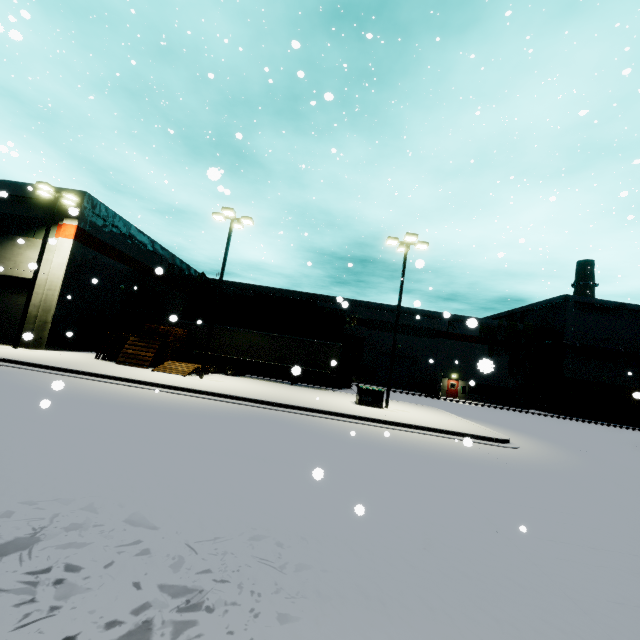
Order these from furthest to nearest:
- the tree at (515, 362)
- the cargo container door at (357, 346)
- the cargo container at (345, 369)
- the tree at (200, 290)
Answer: the tree at (515, 362), the tree at (200, 290), the cargo container door at (357, 346), the cargo container at (345, 369)

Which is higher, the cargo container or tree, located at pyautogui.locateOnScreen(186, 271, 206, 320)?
tree, located at pyautogui.locateOnScreen(186, 271, 206, 320)

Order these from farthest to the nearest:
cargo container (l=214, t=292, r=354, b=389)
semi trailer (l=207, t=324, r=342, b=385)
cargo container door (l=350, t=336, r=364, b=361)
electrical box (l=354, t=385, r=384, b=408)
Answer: cargo container door (l=350, t=336, r=364, b=361) → cargo container (l=214, t=292, r=354, b=389) → semi trailer (l=207, t=324, r=342, b=385) → electrical box (l=354, t=385, r=384, b=408)

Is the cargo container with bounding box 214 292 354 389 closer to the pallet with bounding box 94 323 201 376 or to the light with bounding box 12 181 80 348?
the pallet with bounding box 94 323 201 376

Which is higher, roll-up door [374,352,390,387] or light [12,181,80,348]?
light [12,181,80,348]

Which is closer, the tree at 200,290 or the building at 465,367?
the tree at 200,290

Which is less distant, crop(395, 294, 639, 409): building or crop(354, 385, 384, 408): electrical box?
crop(354, 385, 384, 408): electrical box

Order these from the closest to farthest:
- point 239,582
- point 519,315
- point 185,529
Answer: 1. point 239,582
2. point 185,529
3. point 519,315
